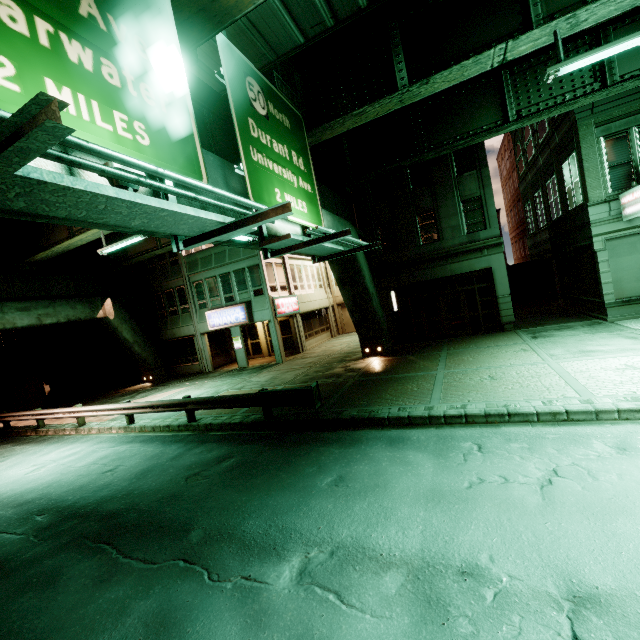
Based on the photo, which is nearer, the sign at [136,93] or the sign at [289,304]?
the sign at [136,93]

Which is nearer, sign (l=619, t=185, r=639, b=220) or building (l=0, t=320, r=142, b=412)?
sign (l=619, t=185, r=639, b=220)

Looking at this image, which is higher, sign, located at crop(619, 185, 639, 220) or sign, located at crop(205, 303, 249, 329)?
sign, located at crop(619, 185, 639, 220)

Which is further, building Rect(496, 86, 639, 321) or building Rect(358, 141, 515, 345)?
building Rect(358, 141, 515, 345)

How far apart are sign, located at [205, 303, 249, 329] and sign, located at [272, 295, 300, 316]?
1.7 meters

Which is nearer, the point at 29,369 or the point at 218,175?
the point at 218,175

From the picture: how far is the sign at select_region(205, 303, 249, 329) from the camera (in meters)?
22.02

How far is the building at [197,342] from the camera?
22.3m
